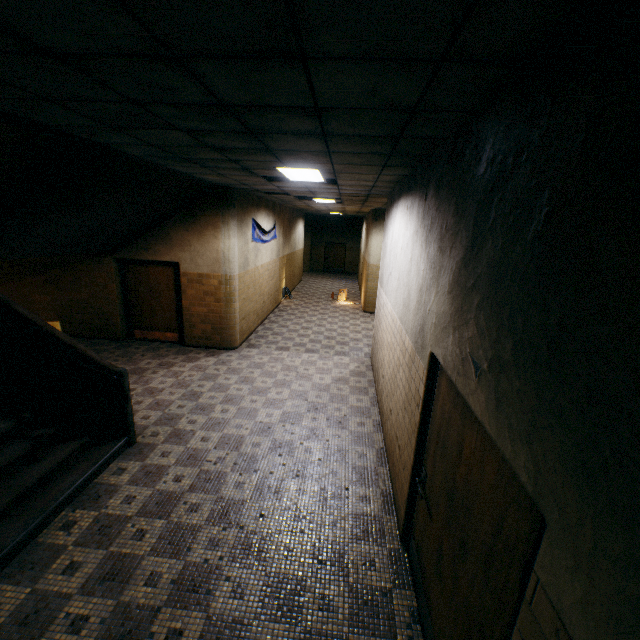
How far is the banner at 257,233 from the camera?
Result: 9.1m

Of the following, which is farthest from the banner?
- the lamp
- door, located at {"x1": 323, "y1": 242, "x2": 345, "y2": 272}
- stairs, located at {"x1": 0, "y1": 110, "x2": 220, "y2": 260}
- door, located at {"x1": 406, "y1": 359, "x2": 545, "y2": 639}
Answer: door, located at {"x1": 323, "y1": 242, "x2": 345, "y2": 272}

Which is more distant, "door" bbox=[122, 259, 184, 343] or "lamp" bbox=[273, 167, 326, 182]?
"door" bbox=[122, 259, 184, 343]

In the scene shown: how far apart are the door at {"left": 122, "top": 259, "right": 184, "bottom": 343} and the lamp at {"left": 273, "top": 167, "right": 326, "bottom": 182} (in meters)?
3.87

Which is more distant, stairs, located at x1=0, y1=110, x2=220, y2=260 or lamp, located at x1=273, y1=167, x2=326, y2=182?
lamp, located at x1=273, y1=167, x2=326, y2=182

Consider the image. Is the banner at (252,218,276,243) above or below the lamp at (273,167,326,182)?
below

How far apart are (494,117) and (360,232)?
21.6m

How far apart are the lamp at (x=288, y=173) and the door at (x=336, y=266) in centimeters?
1846cm
